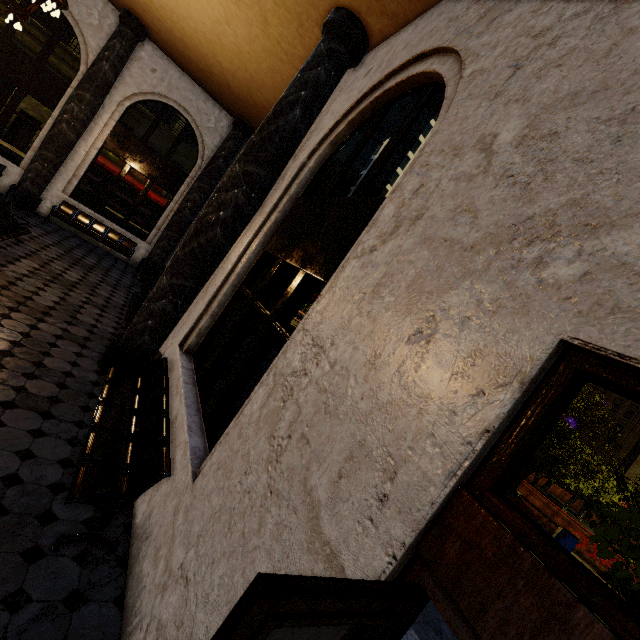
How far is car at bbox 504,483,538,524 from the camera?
12.16m

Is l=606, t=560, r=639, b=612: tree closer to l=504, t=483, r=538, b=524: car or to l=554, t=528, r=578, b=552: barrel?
l=554, t=528, r=578, b=552: barrel

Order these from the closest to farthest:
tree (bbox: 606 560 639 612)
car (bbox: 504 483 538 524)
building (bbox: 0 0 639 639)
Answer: building (bbox: 0 0 639 639), tree (bbox: 606 560 639 612), car (bbox: 504 483 538 524)

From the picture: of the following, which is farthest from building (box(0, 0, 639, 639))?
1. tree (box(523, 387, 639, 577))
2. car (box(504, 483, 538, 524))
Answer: car (box(504, 483, 538, 524))

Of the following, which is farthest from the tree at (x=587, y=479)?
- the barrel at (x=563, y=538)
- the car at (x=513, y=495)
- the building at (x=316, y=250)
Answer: the car at (x=513, y=495)

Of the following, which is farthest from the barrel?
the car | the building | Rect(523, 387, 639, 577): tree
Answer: the building

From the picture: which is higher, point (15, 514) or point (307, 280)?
point (307, 280)

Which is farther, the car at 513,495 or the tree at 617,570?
the car at 513,495
